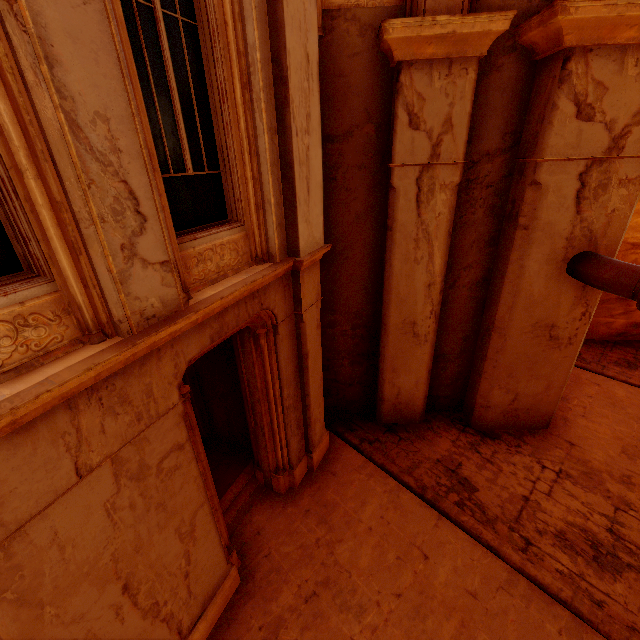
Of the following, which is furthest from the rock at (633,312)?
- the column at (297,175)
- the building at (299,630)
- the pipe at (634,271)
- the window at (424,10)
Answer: the column at (297,175)

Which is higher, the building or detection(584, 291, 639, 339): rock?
detection(584, 291, 639, 339): rock

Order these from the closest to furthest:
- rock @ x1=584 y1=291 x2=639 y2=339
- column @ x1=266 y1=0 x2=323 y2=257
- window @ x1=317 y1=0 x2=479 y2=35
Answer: column @ x1=266 y1=0 x2=323 y2=257 < window @ x1=317 y1=0 x2=479 y2=35 < rock @ x1=584 y1=291 x2=639 y2=339

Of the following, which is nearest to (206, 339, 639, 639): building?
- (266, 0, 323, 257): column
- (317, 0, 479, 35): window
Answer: (266, 0, 323, 257): column

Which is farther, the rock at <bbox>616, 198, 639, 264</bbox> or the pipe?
the rock at <bbox>616, 198, 639, 264</bbox>

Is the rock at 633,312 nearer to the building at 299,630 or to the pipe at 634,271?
the building at 299,630

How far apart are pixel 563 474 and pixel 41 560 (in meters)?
8.26

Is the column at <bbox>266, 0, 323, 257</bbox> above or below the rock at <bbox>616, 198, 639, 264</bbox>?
above
